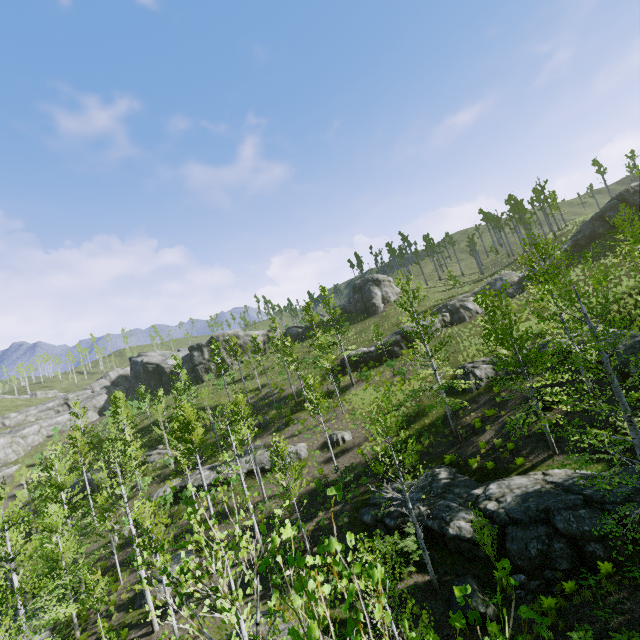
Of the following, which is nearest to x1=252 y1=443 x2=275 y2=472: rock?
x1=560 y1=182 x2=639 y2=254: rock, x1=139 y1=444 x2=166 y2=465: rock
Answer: x1=139 y1=444 x2=166 y2=465: rock

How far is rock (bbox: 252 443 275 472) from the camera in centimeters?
2794cm

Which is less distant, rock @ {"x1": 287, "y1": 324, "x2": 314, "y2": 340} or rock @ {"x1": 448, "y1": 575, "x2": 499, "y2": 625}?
rock @ {"x1": 448, "y1": 575, "x2": 499, "y2": 625}

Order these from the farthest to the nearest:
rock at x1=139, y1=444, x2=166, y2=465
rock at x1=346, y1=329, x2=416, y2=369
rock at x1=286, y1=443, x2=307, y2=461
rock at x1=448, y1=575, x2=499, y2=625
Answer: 1. rock at x1=139, y1=444, x2=166, y2=465
2. rock at x1=346, y1=329, x2=416, y2=369
3. rock at x1=286, y1=443, x2=307, y2=461
4. rock at x1=448, y1=575, x2=499, y2=625

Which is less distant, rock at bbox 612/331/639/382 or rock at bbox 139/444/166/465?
rock at bbox 612/331/639/382

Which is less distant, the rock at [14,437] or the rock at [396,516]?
the rock at [396,516]

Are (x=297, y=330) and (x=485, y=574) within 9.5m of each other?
no

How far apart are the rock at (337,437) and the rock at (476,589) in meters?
14.5
